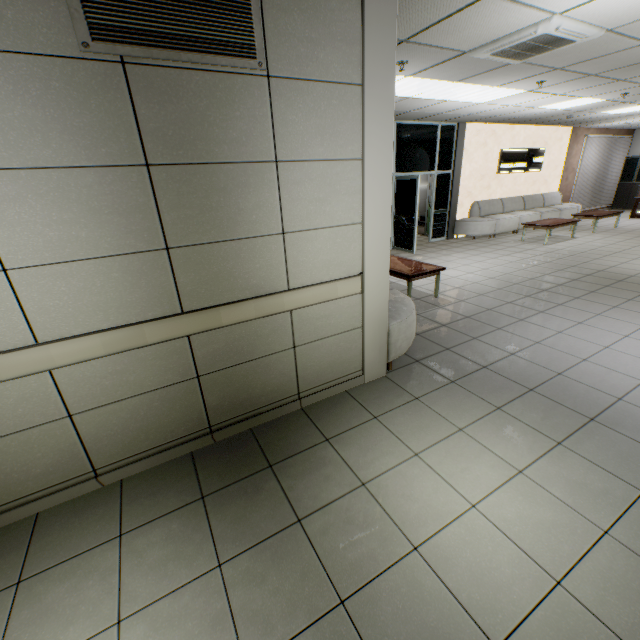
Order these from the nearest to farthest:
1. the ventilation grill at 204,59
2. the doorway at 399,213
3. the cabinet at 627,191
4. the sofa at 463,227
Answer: the ventilation grill at 204,59
the doorway at 399,213
the sofa at 463,227
the cabinet at 627,191

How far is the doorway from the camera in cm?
845

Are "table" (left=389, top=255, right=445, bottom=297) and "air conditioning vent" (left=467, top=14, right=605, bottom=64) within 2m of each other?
no

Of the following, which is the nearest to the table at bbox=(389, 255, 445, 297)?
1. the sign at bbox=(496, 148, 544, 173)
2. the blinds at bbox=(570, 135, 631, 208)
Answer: the sign at bbox=(496, 148, 544, 173)

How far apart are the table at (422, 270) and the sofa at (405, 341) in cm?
68

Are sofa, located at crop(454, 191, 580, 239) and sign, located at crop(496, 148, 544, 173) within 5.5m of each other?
yes

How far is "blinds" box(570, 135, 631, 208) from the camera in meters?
12.7

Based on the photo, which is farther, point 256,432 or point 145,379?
point 256,432
